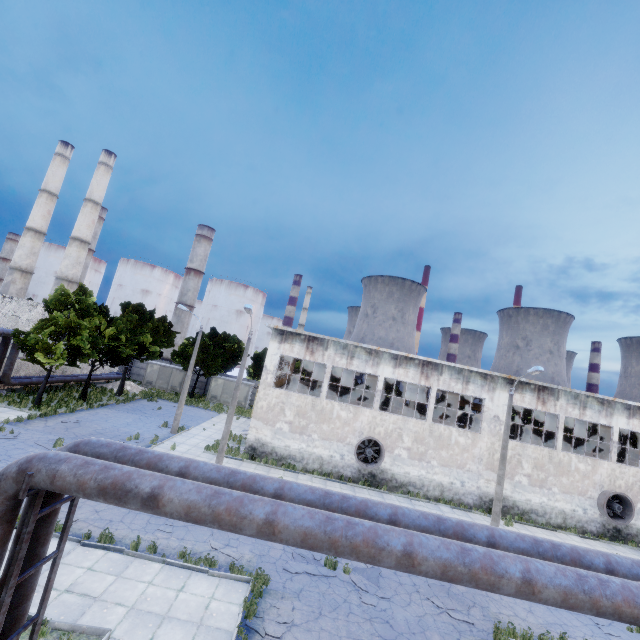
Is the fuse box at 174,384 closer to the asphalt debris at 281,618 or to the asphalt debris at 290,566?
the asphalt debris at 290,566

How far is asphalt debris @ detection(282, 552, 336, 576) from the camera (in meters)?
12.12

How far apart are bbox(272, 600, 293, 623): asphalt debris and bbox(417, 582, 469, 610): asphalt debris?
5.3 meters

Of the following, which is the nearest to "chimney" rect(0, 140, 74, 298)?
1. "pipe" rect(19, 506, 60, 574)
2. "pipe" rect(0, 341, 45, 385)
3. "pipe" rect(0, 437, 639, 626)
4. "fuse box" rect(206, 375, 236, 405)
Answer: "pipe" rect(0, 341, 45, 385)

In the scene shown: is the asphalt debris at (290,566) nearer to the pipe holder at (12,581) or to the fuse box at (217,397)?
the pipe holder at (12,581)

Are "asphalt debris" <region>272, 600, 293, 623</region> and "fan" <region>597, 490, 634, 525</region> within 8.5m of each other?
no

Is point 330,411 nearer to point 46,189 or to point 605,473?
point 605,473

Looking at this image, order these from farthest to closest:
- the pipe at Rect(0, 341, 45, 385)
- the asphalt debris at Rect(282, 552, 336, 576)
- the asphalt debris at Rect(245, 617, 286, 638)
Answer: the pipe at Rect(0, 341, 45, 385), the asphalt debris at Rect(282, 552, 336, 576), the asphalt debris at Rect(245, 617, 286, 638)
